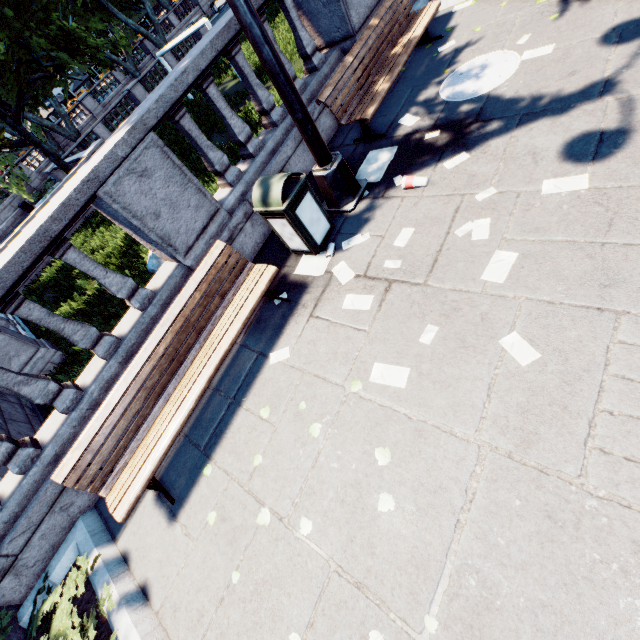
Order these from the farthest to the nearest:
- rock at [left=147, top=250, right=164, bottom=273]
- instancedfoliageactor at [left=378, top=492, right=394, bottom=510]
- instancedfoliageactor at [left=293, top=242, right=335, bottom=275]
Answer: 1. rock at [left=147, top=250, right=164, bottom=273]
2. instancedfoliageactor at [left=293, top=242, right=335, bottom=275]
3. instancedfoliageactor at [left=378, top=492, right=394, bottom=510]

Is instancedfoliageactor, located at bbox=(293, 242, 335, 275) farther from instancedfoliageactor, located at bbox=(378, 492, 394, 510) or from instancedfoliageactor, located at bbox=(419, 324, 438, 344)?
instancedfoliageactor, located at bbox=(378, 492, 394, 510)

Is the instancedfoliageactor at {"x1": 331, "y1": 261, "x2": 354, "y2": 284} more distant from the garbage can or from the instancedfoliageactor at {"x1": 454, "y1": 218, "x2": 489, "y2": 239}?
the instancedfoliageactor at {"x1": 454, "y1": 218, "x2": 489, "y2": 239}

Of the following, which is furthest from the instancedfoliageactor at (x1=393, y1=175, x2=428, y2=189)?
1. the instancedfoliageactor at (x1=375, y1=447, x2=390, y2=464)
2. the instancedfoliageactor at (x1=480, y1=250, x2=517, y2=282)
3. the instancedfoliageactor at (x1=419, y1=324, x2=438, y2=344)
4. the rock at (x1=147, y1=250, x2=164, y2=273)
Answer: the rock at (x1=147, y1=250, x2=164, y2=273)

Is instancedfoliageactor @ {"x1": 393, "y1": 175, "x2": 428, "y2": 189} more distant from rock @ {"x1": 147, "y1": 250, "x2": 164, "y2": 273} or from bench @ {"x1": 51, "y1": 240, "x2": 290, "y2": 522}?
rock @ {"x1": 147, "y1": 250, "x2": 164, "y2": 273}

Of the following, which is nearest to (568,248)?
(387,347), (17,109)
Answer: (387,347)

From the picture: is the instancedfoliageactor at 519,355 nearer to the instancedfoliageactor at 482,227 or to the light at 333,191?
the instancedfoliageactor at 482,227

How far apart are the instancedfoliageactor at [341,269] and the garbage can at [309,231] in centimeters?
2cm
